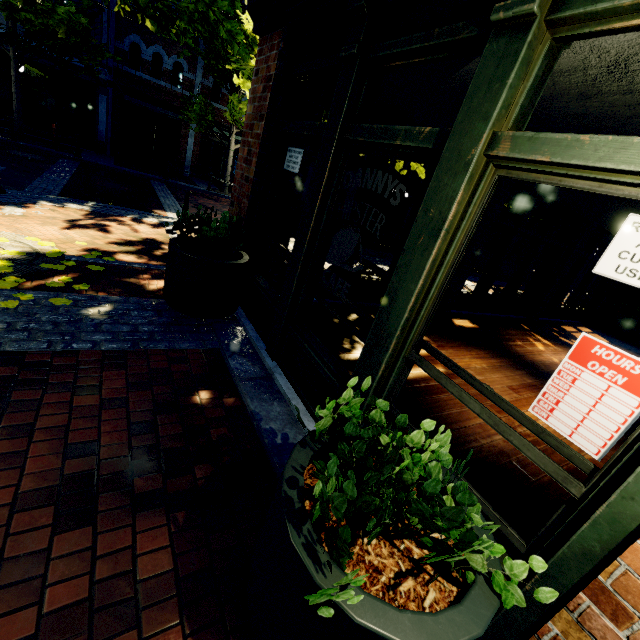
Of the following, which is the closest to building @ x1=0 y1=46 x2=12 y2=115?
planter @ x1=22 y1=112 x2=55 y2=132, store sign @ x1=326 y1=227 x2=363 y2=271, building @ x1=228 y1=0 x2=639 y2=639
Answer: planter @ x1=22 y1=112 x2=55 y2=132

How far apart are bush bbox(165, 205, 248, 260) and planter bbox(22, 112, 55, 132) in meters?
17.2

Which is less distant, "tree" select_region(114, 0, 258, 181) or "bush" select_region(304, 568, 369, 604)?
"bush" select_region(304, 568, 369, 604)

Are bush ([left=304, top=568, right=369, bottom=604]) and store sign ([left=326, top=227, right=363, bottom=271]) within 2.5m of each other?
yes

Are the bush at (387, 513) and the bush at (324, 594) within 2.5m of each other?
yes

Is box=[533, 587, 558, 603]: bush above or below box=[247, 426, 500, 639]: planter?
above

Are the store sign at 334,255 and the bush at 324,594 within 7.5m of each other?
yes

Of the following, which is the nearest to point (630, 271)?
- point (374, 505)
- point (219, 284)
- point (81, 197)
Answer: point (374, 505)
